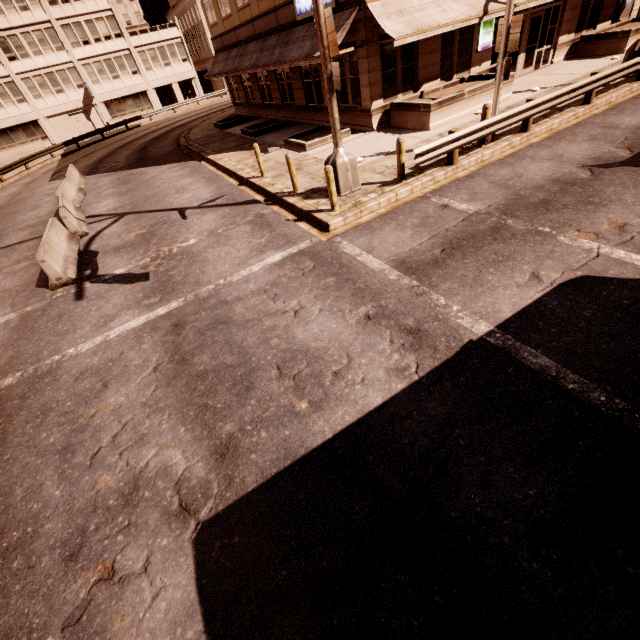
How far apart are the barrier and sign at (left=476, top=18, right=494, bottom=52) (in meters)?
19.69

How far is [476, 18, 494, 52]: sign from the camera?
15.3 meters

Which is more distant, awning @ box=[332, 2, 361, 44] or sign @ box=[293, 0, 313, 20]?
sign @ box=[293, 0, 313, 20]

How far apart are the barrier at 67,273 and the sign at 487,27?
19.7m

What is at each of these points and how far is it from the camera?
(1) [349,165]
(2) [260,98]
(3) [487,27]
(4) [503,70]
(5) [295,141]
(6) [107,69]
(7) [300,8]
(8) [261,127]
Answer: (1) traffic light, 9.6 meters
(2) building, 24.0 meters
(3) sign, 15.4 meters
(4) sign, 9.8 meters
(5) planter, 15.4 meters
(6) building, 41.8 meters
(7) sign, 15.2 meters
(8) planter, 21.3 meters

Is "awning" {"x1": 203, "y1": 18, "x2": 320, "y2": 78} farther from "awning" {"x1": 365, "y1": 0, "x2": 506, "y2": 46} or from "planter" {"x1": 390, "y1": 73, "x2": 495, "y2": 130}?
"planter" {"x1": 390, "y1": 73, "x2": 495, "y2": 130}

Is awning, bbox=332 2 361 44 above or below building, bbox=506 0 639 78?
above

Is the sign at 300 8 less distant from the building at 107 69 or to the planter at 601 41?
the planter at 601 41
